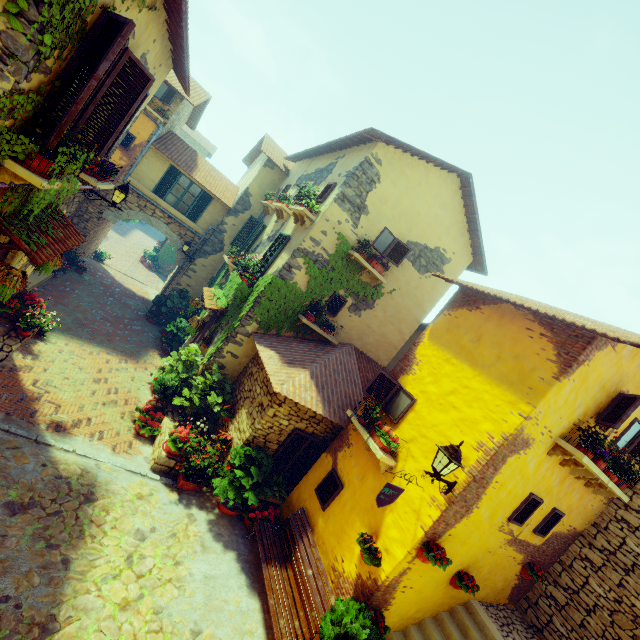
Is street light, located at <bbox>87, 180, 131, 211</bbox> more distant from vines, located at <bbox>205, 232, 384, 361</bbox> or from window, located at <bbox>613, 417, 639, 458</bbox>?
window, located at <bbox>613, 417, 639, 458</bbox>

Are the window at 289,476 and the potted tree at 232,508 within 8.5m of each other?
yes

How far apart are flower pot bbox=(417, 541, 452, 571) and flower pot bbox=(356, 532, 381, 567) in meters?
0.6

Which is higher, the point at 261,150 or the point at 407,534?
the point at 261,150

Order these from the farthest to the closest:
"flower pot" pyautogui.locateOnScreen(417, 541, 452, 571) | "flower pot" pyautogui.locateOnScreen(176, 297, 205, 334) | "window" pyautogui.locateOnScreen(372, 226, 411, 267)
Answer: "flower pot" pyautogui.locateOnScreen(176, 297, 205, 334) → "window" pyautogui.locateOnScreen(372, 226, 411, 267) → "flower pot" pyautogui.locateOnScreen(417, 541, 452, 571)

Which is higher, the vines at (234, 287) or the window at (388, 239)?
the window at (388, 239)

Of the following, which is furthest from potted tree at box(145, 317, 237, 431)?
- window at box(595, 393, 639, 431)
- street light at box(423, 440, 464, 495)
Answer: window at box(595, 393, 639, 431)

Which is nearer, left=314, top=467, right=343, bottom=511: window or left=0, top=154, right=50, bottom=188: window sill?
left=0, top=154, right=50, bottom=188: window sill
